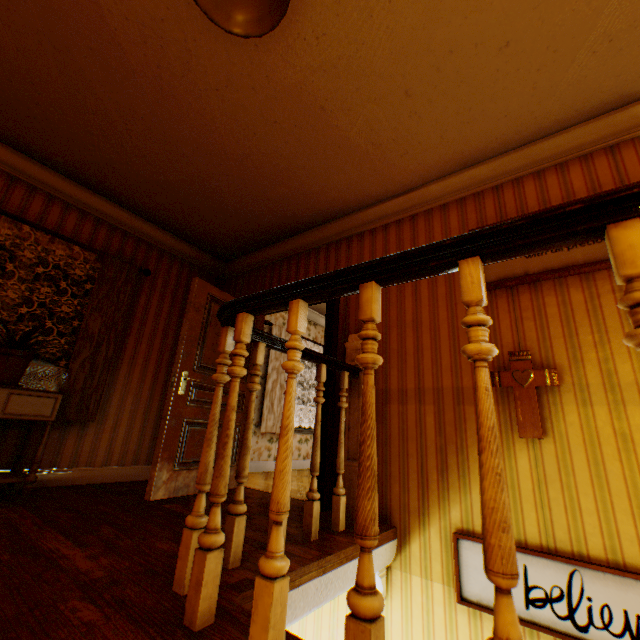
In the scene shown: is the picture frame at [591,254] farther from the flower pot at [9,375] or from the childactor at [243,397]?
the flower pot at [9,375]

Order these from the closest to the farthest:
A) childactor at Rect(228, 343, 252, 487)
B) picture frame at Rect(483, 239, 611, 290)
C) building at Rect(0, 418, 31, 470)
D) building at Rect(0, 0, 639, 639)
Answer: building at Rect(0, 0, 639, 639), picture frame at Rect(483, 239, 611, 290), building at Rect(0, 418, 31, 470), childactor at Rect(228, 343, 252, 487)

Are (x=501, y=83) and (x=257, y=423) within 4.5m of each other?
no

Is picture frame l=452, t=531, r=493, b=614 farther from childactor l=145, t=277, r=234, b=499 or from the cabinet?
the cabinet

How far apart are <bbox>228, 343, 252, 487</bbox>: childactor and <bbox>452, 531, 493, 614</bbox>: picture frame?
2.5m

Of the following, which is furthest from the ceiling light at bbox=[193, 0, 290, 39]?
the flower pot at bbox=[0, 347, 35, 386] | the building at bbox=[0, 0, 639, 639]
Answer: the flower pot at bbox=[0, 347, 35, 386]

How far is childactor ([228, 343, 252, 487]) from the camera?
3.8m

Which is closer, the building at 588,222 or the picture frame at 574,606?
the building at 588,222
